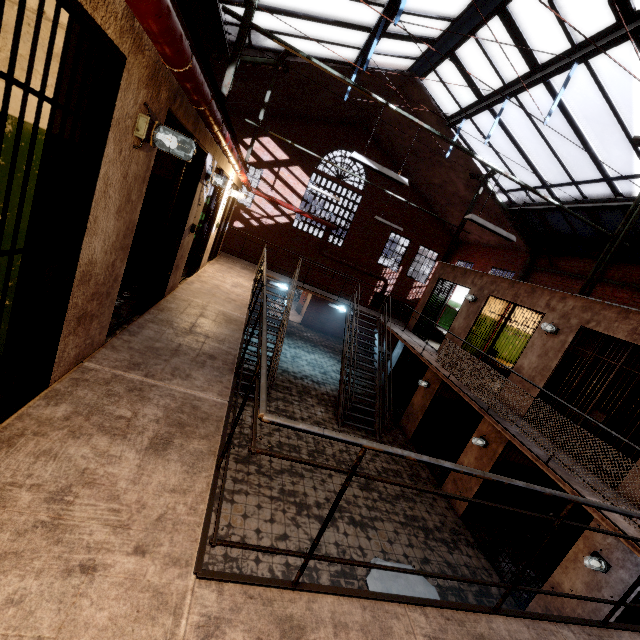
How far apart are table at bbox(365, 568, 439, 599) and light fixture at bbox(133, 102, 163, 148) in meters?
5.7

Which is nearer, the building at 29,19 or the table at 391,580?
the building at 29,19

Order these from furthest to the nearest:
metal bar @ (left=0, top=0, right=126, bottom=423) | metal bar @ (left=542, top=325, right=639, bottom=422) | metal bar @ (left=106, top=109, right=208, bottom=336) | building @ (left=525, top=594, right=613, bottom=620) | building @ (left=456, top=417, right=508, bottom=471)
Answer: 1. building @ (left=456, top=417, right=508, bottom=471)
2. metal bar @ (left=542, top=325, right=639, bottom=422)
3. building @ (left=525, top=594, right=613, bottom=620)
4. metal bar @ (left=106, top=109, right=208, bottom=336)
5. metal bar @ (left=0, top=0, right=126, bottom=423)

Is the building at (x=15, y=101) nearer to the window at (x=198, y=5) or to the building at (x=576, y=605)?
the window at (x=198, y=5)

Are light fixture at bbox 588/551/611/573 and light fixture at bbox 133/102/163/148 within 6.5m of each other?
no

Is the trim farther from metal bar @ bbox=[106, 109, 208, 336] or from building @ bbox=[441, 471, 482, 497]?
metal bar @ bbox=[106, 109, 208, 336]

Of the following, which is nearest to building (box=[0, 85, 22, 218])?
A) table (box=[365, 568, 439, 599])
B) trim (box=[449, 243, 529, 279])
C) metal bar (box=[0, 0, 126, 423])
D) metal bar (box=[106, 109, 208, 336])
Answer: metal bar (box=[0, 0, 126, 423])

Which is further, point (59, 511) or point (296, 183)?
point (296, 183)
